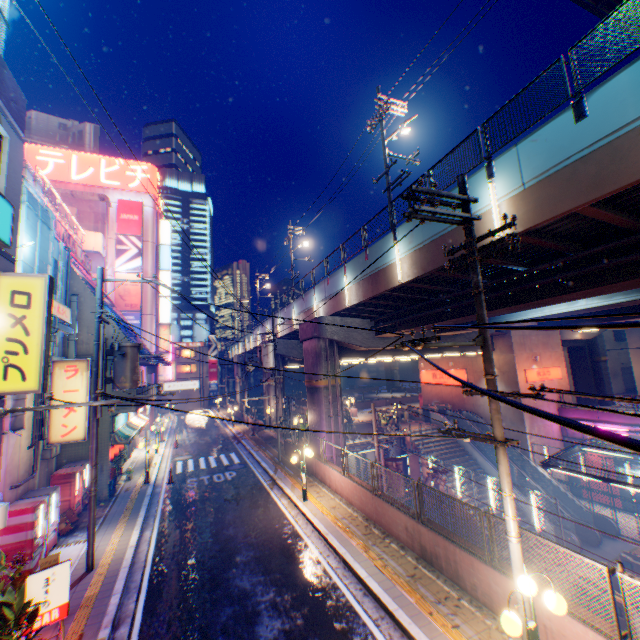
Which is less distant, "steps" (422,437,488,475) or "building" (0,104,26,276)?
"building" (0,104,26,276)

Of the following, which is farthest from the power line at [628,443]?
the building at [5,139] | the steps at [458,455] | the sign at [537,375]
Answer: the sign at [537,375]

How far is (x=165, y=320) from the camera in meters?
39.9

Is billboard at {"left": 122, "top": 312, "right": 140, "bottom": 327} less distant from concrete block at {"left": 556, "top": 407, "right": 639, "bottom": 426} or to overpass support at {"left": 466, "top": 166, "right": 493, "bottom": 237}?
overpass support at {"left": 466, "top": 166, "right": 493, "bottom": 237}

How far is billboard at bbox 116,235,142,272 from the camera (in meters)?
36.72

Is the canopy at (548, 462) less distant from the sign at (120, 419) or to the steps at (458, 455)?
the steps at (458, 455)

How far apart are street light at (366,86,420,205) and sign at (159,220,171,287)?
32.24m

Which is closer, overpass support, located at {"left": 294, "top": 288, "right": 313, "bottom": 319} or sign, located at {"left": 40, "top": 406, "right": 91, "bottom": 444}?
sign, located at {"left": 40, "top": 406, "right": 91, "bottom": 444}
